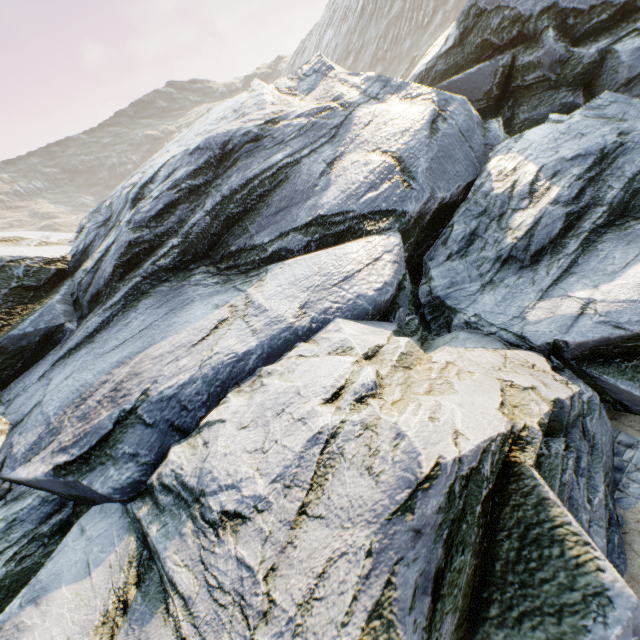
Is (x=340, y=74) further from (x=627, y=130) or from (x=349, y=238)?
(x=627, y=130)
